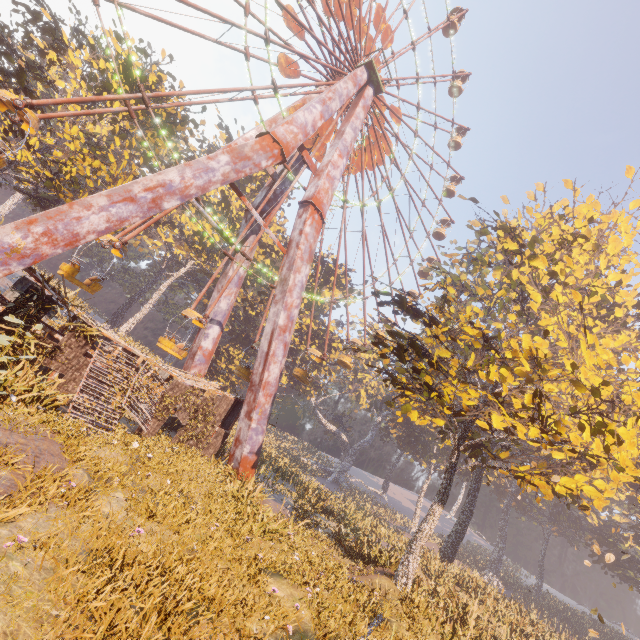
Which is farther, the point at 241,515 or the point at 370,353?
the point at 370,353

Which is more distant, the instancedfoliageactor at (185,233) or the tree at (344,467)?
the tree at (344,467)

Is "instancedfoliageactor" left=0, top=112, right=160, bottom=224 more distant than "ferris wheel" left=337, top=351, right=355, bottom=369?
No

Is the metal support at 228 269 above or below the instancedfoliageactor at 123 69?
below

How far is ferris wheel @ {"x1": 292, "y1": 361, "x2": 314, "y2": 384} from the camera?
25.0m

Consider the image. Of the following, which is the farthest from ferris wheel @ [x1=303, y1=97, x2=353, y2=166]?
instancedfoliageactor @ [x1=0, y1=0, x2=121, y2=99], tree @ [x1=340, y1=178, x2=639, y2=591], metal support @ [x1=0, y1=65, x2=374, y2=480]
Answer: tree @ [x1=340, y1=178, x2=639, y2=591]

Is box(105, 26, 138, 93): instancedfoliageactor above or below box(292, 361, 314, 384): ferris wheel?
above

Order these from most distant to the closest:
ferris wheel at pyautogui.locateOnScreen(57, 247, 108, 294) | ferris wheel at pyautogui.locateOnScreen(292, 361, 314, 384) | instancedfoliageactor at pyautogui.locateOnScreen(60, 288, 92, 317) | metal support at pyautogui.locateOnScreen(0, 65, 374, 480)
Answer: ferris wheel at pyautogui.locateOnScreen(292, 361, 314, 384) → ferris wheel at pyautogui.locateOnScreen(57, 247, 108, 294) → instancedfoliageactor at pyautogui.locateOnScreen(60, 288, 92, 317) → metal support at pyautogui.locateOnScreen(0, 65, 374, 480)
